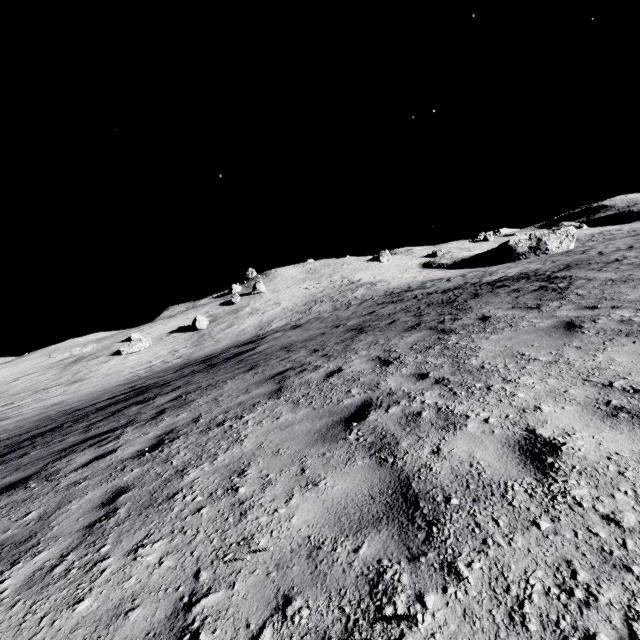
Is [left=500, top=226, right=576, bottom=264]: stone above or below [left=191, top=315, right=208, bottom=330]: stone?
below

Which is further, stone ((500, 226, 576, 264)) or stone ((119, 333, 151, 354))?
stone ((500, 226, 576, 264))

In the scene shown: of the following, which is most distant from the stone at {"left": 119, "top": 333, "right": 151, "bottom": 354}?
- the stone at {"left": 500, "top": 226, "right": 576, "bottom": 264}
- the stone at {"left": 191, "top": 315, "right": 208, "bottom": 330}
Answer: the stone at {"left": 500, "top": 226, "right": 576, "bottom": 264}

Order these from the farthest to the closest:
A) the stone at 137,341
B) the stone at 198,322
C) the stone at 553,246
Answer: the stone at 553,246 < the stone at 198,322 < the stone at 137,341

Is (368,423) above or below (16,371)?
below

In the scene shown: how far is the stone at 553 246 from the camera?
57.44m

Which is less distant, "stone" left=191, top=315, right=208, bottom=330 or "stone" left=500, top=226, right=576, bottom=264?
"stone" left=191, top=315, right=208, bottom=330

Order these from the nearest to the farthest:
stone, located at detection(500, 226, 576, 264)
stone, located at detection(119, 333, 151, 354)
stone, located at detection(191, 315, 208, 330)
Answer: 1. stone, located at detection(119, 333, 151, 354)
2. stone, located at detection(191, 315, 208, 330)
3. stone, located at detection(500, 226, 576, 264)
